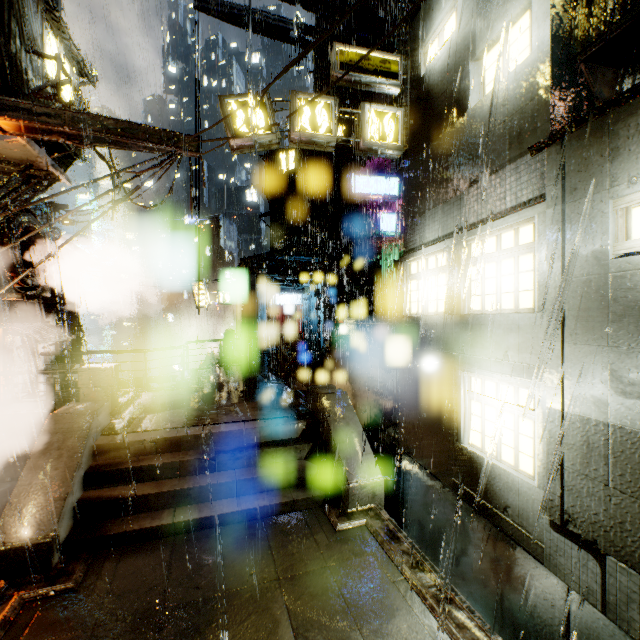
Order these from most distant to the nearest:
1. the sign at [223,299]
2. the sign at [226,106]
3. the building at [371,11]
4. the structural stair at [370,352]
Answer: the sign at [223,299] → the building at [371,11] → the structural stair at [370,352] → the sign at [226,106]

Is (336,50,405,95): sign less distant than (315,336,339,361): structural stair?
Yes

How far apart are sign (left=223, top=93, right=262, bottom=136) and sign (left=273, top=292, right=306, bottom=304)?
19.03m

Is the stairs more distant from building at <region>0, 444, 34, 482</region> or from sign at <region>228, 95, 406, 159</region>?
sign at <region>228, 95, 406, 159</region>

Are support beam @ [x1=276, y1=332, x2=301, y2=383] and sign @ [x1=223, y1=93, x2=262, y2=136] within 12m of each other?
yes

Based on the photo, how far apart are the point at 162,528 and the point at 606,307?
8.55m

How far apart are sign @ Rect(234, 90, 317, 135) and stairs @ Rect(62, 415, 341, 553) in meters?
7.7

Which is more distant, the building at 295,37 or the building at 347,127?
the building at 347,127
